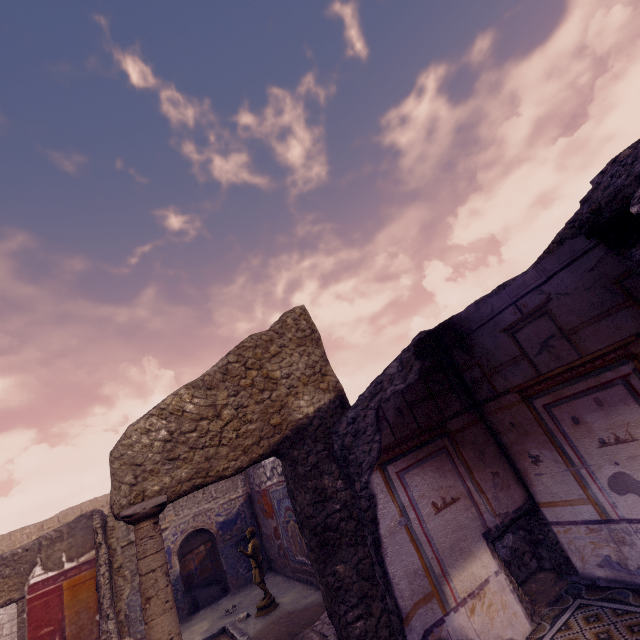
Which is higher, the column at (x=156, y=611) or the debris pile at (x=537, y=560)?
the column at (x=156, y=611)

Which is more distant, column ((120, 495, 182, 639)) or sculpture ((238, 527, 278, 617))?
sculpture ((238, 527, 278, 617))

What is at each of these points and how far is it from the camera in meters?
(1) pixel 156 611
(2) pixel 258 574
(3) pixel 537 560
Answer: (1) column, 2.7
(2) sculpture, 5.5
(3) debris pile, 3.6

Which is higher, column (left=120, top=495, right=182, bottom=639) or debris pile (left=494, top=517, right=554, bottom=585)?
column (left=120, top=495, right=182, bottom=639)

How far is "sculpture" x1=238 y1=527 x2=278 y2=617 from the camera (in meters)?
5.31

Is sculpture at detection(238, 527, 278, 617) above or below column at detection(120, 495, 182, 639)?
below

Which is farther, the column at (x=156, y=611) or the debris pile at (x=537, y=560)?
the debris pile at (x=537, y=560)

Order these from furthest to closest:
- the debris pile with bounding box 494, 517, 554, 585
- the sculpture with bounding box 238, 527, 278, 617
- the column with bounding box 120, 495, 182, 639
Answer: the sculpture with bounding box 238, 527, 278, 617, the debris pile with bounding box 494, 517, 554, 585, the column with bounding box 120, 495, 182, 639
